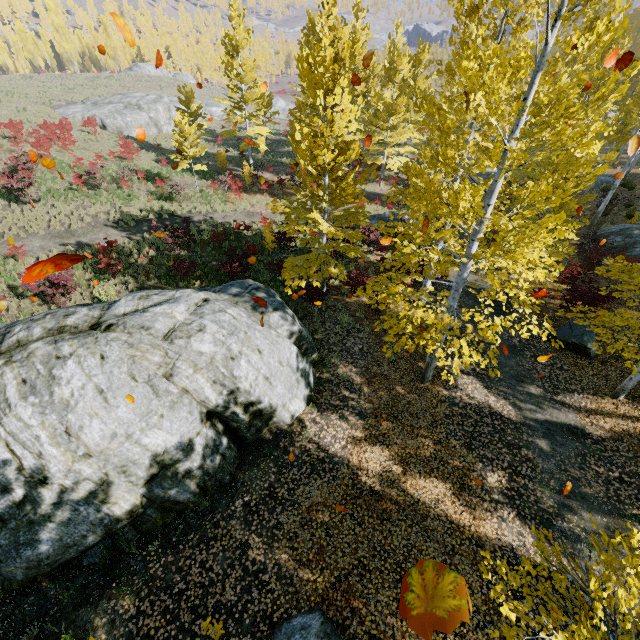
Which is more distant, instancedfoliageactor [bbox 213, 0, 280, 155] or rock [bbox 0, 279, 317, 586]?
instancedfoliageactor [bbox 213, 0, 280, 155]

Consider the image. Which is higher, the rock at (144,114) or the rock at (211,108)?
the rock at (144,114)

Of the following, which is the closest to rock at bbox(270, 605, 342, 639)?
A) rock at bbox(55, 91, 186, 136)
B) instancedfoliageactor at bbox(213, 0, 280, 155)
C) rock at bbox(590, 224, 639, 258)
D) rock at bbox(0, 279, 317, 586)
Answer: rock at bbox(0, 279, 317, 586)

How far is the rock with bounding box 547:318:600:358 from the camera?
11.9m

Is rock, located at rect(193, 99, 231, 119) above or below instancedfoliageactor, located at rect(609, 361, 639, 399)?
above

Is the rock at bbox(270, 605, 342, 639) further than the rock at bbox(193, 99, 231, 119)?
No

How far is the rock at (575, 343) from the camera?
11.89m

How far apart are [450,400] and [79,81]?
67.1m
